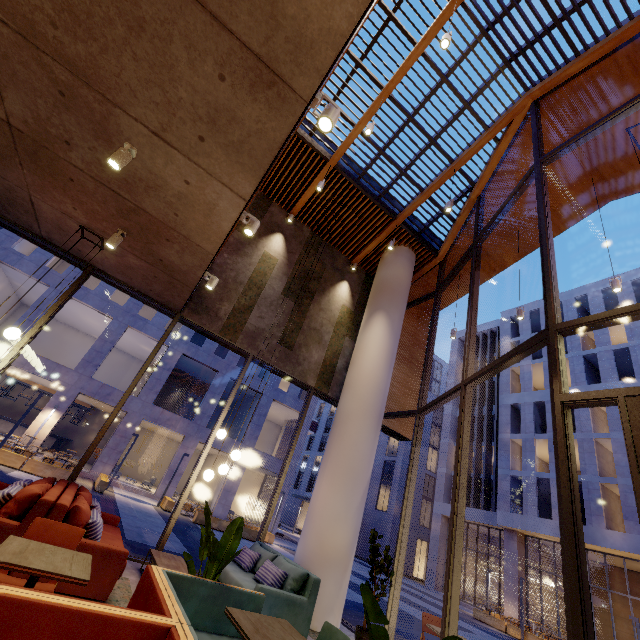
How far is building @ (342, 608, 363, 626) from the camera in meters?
7.2 m

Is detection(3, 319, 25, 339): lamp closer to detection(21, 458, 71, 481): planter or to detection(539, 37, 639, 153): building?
detection(539, 37, 639, 153): building

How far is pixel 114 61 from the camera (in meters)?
3.09

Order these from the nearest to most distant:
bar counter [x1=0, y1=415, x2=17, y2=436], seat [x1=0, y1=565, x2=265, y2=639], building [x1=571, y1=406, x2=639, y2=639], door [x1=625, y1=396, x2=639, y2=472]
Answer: seat [x1=0, y1=565, x2=265, y2=639], door [x1=625, y1=396, x2=639, y2=472], building [x1=571, y1=406, x2=639, y2=639], bar counter [x1=0, y1=415, x2=17, y2=436]

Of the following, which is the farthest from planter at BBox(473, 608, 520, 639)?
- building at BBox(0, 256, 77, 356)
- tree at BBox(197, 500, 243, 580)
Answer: tree at BBox(197, 500, 243, 580)

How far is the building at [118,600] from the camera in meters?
4.1 m

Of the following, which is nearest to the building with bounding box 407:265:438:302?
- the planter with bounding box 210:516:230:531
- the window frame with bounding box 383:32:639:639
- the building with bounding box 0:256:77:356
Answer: the window frame with bounding box 383:32:639:639

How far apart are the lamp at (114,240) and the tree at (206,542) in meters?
4.2 m
